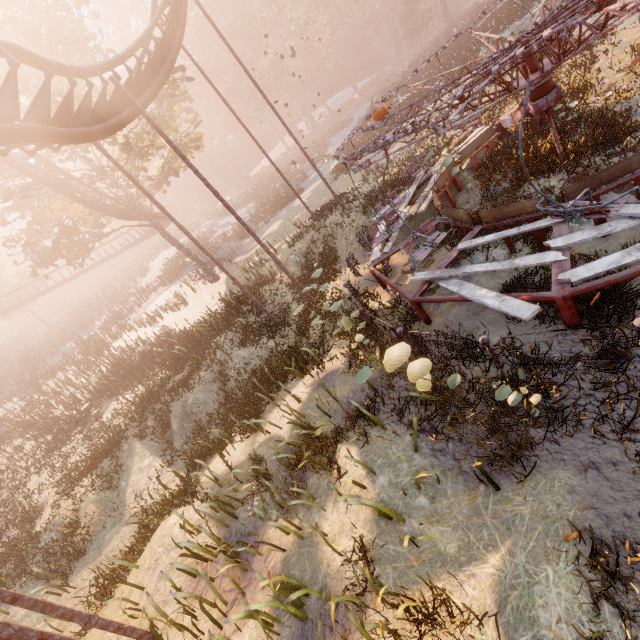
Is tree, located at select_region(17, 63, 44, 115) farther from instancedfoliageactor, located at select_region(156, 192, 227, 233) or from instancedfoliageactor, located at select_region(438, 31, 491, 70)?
instancedfoliageactor, located at select_region(438, 31, 491, 70)

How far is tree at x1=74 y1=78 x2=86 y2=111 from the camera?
18.9m

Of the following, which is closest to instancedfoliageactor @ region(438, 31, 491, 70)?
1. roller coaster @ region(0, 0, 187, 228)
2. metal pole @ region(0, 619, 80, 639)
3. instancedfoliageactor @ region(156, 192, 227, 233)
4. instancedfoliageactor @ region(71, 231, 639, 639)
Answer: instancedfoliageactor @ region(156, 192, 227, 233)

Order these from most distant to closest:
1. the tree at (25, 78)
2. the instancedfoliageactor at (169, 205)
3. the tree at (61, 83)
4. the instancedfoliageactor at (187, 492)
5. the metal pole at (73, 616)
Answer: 1. the instancedfoliageactor at (169, 205)
2. the tree at (61, 83)
3. the tree at (25, 78)
4. the metal pole at (73, 616)
5. the instancedfoliageactor at (187, 492)

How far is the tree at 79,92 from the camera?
18.91m

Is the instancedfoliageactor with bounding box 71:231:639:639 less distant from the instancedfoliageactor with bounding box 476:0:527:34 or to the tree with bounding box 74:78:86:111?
the tree with bounding box 74:78:86:111

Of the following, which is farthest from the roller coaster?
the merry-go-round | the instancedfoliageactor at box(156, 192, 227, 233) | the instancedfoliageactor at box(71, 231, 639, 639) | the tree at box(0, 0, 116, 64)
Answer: the instancedfoliageactor at box(156, 192, 227, 233)

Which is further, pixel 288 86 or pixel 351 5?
pixel 351 5
